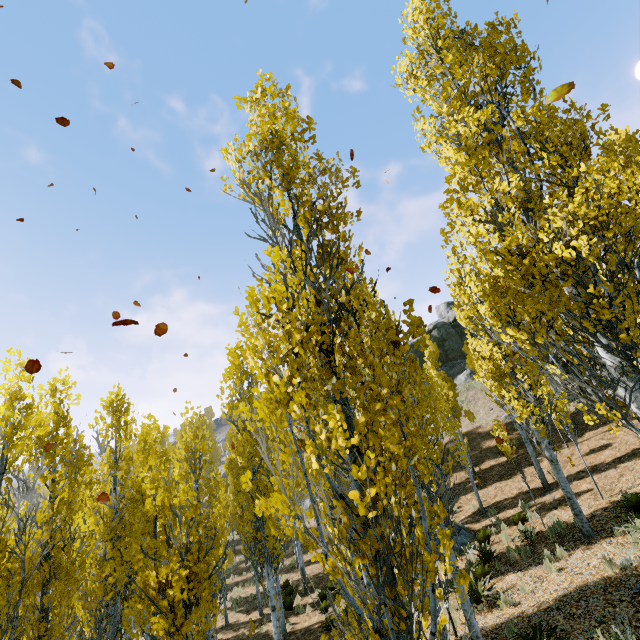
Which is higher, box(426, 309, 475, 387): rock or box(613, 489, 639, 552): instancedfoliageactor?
box(426, 309, 475, 387): rock

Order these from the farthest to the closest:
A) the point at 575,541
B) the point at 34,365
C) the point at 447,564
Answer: the point at 575,541
the point at 34,365
the point at 447,564

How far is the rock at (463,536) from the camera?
13.84m

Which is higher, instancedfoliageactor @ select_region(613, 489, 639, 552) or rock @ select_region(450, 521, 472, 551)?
instancedfoliageactor @ select_region(613, 489, 639, 552)

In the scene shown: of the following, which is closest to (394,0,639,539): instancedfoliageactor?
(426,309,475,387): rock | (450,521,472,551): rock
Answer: (450,521,472,551): rock

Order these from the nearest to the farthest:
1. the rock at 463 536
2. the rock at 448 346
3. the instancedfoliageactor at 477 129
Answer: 1. the instancedfoliageactor at 477 129
2. the rock at 463 536
3. the rock at 448 346

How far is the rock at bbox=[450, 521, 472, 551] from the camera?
13.8 meters

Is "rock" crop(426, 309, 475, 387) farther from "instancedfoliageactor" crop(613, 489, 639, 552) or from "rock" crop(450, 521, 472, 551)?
"instancedfoliageactor" crop(613, 489, 639, 552)
